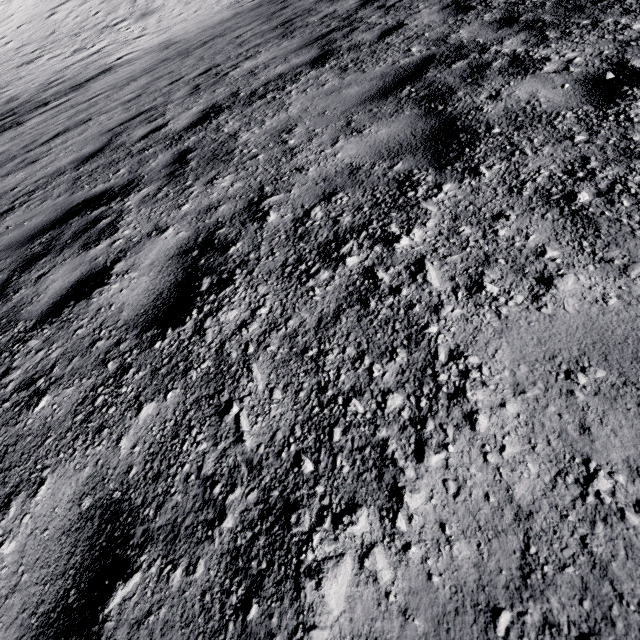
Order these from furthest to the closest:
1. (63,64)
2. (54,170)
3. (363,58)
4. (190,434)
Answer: (63,64) → (54,170) → (363,58) → (190,434)
